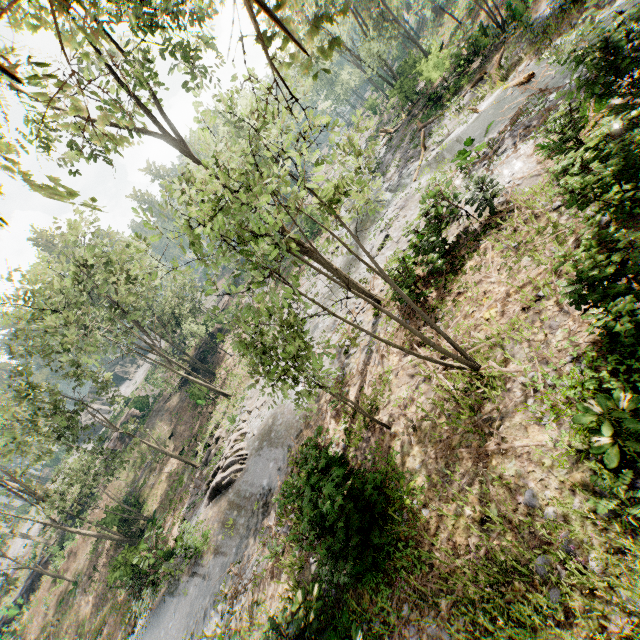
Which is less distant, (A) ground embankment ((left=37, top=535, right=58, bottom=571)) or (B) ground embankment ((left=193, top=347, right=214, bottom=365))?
(A) ground embankment ((left=37, top=535, right=58, bottom=571))

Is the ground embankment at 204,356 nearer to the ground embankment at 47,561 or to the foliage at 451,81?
the foliage at 451,81

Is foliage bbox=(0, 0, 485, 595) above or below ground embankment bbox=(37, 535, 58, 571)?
above

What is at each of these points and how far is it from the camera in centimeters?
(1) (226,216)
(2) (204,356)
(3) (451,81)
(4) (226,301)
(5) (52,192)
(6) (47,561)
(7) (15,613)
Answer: (1) foliage, 916cm
(2) ground embankment, 4094cm
(3) foliage, 2412cm
(4) ground embankment, 4947cm
(5) foliage, 140cm
(6) ground embankment, 3631cm
(7) ground embankment, 3147cm

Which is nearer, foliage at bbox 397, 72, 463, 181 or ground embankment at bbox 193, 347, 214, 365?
foliage at bbox 397, 72, 463, 181

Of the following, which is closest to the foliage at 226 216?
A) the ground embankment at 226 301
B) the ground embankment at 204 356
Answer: the ground embankment at 226 301

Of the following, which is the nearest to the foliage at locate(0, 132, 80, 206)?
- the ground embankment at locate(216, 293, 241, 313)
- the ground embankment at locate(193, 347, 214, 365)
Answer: the ground embankment at locate(216, 293, 241, 313)
